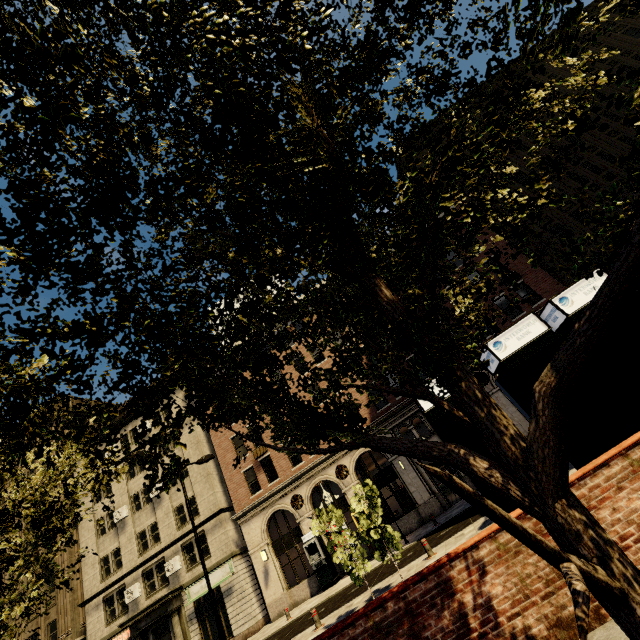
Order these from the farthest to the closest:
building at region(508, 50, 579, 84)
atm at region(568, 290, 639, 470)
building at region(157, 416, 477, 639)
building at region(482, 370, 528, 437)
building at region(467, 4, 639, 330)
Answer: building at region(508, 50, 579, 84) → building at region(467, 4, 639, 330) → building at region(157, 416, 477, 639) → building at region(482, 370, 528, 437) → atm at region(568, 290, 639, 470)

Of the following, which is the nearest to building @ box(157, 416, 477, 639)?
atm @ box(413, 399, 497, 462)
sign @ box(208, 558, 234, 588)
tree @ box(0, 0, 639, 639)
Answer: sign @ box(208, 558, 234, 588)

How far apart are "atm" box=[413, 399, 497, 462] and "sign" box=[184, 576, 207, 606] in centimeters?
2468cm

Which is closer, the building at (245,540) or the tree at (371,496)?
the tree at (371,496)

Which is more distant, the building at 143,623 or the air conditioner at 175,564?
the air conditioner at 175,564

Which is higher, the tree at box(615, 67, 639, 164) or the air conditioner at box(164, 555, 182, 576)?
the air conditioner at box(164, 555, 182, 576)

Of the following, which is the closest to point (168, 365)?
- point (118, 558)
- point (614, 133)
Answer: point (118, 558)

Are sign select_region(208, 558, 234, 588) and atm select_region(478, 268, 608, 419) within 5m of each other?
no
